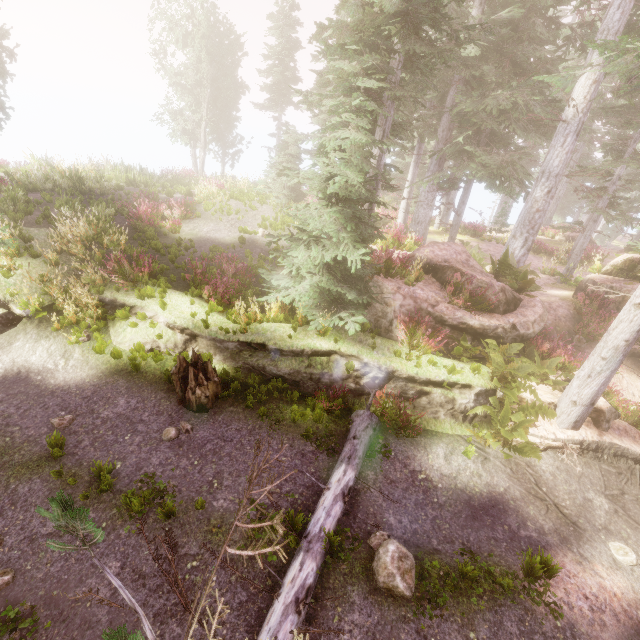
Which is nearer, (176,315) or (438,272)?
(176,315)

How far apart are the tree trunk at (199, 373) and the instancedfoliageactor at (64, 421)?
2.26m

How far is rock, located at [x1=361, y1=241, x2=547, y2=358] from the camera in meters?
9.4 m

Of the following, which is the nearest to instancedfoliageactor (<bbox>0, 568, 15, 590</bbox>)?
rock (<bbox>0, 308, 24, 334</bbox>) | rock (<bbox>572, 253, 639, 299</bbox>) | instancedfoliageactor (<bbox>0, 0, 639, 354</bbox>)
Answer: instancedfoliageactor (<bbox>0, 0, 639, 354</bbox>)

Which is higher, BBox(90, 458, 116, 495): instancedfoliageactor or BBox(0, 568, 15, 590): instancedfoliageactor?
BBox(90, 458, 116, 495): instancedfoliageactor

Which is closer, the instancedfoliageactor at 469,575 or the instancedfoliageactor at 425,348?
the instancedfoliageactor at 469,575

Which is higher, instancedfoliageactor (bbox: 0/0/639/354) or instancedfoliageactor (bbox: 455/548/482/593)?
instancedfoliageactor (bbox: 0/0/639/354)
